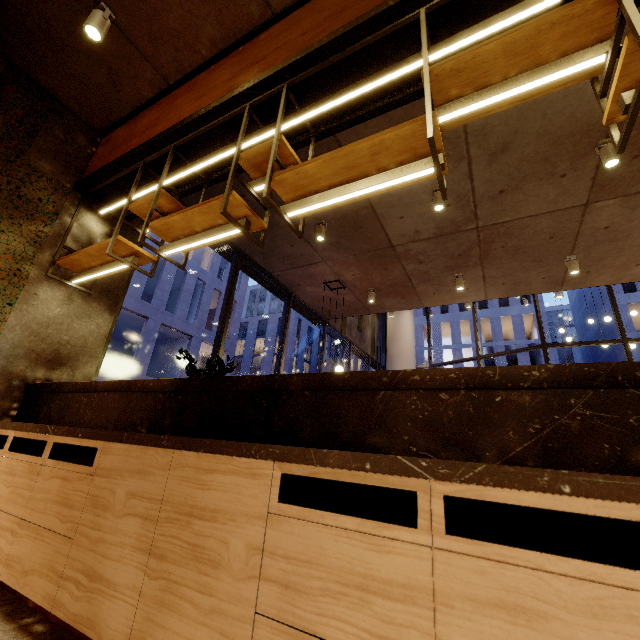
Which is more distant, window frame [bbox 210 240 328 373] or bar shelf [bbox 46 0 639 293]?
window frame [bbox 210 240 328 373]

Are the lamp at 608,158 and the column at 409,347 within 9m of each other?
no

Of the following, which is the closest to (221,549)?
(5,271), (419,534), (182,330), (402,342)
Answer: (419,534)

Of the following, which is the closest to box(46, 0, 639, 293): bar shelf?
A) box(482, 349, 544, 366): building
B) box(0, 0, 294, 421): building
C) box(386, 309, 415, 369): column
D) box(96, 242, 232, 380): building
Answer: box(0, 0, 294, 421): building

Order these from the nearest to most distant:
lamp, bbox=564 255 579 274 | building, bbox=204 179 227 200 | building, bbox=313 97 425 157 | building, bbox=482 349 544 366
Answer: building, bbox=313 97 425 157 → building, bbox=204 179 227 200 → lamp, bbox=564 255 579 274 → building, bbox=482 349 544 366

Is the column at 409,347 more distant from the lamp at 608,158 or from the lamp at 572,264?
the lamp at 608,158

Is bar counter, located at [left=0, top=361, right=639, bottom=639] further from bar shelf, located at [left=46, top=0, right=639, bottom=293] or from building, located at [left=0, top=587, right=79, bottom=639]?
bar shelf, located at [left=46, top=0, right=639, bottom=293]

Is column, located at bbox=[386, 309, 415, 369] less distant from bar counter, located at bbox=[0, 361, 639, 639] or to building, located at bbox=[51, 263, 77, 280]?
building, located at bbox=[51, 263, 77, 280]
